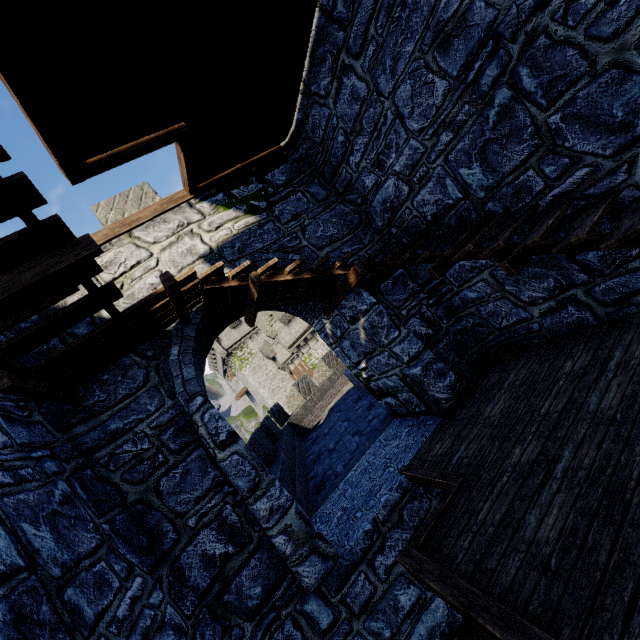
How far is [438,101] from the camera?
4.2 meters
